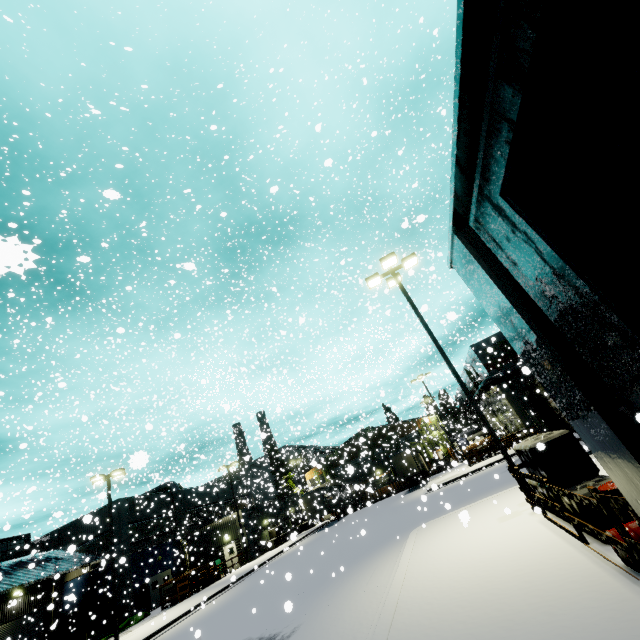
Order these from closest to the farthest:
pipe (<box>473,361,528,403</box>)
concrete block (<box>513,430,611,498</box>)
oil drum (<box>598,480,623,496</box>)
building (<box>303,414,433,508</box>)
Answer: oil drum (<box>598,480,623,496</box>), concrete block (<box>513,430,611,498</box>), pipe (<box>473,361,528,403</box>), building (<box>303,414,433,508</box>)

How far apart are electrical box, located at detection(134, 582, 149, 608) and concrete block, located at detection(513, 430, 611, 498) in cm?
1378

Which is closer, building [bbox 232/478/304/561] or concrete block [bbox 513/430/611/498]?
concrete block [bbox 513/430/611/498]

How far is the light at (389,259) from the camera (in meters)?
10.82

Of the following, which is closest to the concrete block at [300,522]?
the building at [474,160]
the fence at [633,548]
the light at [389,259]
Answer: the building at [474,160]

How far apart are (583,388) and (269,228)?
46.9 meters

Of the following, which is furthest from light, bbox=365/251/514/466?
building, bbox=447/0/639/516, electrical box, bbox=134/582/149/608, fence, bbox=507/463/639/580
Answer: electrical box, bbox=134/582/149/608
